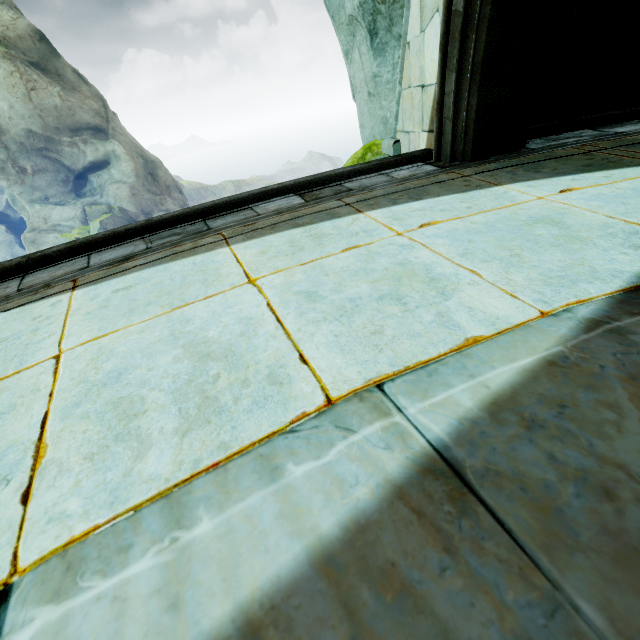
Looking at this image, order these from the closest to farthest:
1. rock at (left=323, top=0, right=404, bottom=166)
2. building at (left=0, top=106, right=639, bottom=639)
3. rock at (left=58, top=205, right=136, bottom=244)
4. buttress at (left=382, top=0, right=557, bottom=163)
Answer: building at (left=0, top=106, right=639, bottom=639)
buttress at (left=382, top=0, right=557, bottom=163)
rock at (left=323, top=0, right=404, bottom=166)
rock at (left=58, top=205, right=136, bottom=244)

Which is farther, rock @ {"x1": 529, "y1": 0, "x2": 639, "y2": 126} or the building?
rock @ {"x1": 529, "y1": 0, "x2": 639, "y2": 126}

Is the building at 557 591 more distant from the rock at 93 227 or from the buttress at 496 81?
the rock at 93 227

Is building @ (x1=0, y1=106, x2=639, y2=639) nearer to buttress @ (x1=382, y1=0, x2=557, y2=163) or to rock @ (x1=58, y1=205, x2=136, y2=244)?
buttress @ (x1=382, y1=0, x2=557, y2=163)

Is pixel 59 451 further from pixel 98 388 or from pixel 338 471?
pixel 338 471

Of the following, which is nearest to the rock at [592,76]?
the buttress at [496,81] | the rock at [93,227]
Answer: the buttress at [496,81]

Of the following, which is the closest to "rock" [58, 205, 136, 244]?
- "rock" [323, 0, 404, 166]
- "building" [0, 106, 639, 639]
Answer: "rock" [323, 0, 404, 166]

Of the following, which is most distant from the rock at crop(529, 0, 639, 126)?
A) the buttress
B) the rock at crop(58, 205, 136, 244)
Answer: the rock at crop(58, 205, 136, 244)
